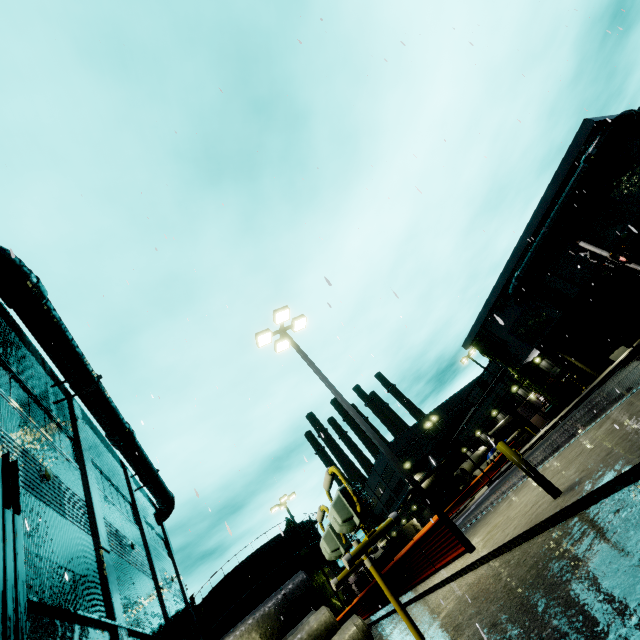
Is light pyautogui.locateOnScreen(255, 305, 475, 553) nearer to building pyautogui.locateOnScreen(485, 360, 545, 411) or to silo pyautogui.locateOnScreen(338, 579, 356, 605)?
silo pyautogui.locateOnScreen(338, 579, 356, 605)

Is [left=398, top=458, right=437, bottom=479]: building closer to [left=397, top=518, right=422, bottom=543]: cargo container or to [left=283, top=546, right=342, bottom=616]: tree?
[left=283, top=546, right=342, bottom=616]: tree

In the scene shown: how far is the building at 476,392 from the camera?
44.1m

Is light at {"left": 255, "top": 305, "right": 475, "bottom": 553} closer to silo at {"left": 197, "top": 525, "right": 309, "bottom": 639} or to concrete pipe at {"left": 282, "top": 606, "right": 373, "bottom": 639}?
silo at {"left": 197, "top": 525, "right": 309, "bottom": 639}

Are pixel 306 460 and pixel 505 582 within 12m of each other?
→ yes

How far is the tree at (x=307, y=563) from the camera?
37.8 meters

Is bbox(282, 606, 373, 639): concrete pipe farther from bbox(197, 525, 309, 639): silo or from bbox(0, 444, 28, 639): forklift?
bbox(0, 444, 28, 639): forklift

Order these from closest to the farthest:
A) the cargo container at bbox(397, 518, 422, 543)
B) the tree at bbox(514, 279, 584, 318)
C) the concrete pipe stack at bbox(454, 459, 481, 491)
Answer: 1. the tree at bbox(514, 279, 584, 318)
2. the concrete pipe stack at bbox(454, 459, 481, 491)
3. the cargo container at bbox(397, 518, 422, 543)
